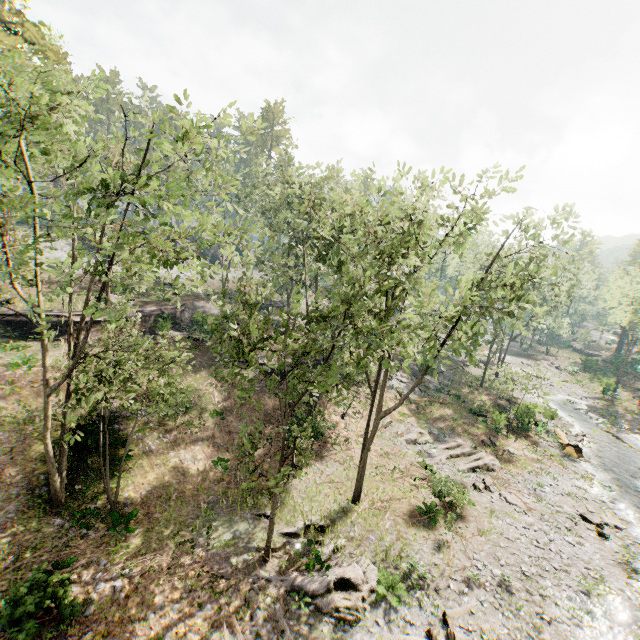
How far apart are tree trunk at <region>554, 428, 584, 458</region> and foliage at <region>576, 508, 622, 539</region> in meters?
6.6 m

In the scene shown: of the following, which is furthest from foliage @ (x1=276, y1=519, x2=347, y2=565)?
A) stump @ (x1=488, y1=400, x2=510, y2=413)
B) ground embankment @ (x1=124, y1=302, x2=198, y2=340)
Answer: stump @ (x1=488, y1=400, x2=510, y2=413)

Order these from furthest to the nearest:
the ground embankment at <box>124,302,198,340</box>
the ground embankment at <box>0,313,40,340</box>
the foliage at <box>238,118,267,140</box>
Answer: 1. the ground embankment at <box>124,302,198,340</box>
2. the ground embankment at <box>0,313,40,340</box>
3. the foliage at <box>238,118,267,140</box>

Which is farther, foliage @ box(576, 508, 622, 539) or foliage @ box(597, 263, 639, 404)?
foliage @ box(597, 263, 639, 404)

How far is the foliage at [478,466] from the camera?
23.27m

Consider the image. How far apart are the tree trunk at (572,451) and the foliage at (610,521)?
6.6m

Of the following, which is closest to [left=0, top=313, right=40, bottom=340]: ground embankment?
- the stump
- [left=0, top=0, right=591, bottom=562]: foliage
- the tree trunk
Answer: [left=0, top=0, right=591, bottom=562]: foliage

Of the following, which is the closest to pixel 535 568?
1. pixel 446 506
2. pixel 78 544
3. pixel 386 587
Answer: pixel 446 506
